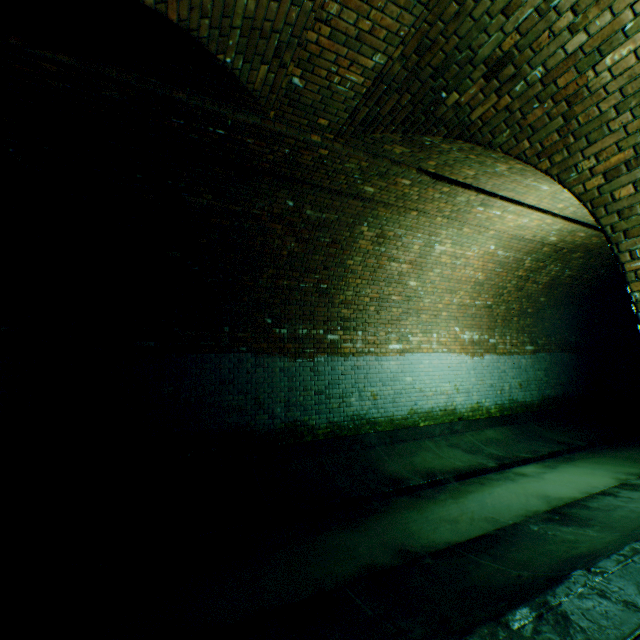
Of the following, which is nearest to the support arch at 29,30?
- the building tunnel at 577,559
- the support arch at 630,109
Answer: the building tunnel at 577,559

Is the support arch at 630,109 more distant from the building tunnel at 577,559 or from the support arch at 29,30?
the support arch at 29,30

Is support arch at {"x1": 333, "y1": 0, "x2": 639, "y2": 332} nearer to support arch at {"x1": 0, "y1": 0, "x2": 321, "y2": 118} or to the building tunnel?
the building tunnel

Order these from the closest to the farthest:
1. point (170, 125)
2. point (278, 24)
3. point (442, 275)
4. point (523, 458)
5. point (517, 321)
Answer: point (278, 24), point (170, 125), point (523, 458), point (442, 275), point (517, 321)

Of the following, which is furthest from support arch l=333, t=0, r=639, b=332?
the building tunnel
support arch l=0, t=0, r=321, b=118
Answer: support arch l=0, t=0, r=321, b=118
